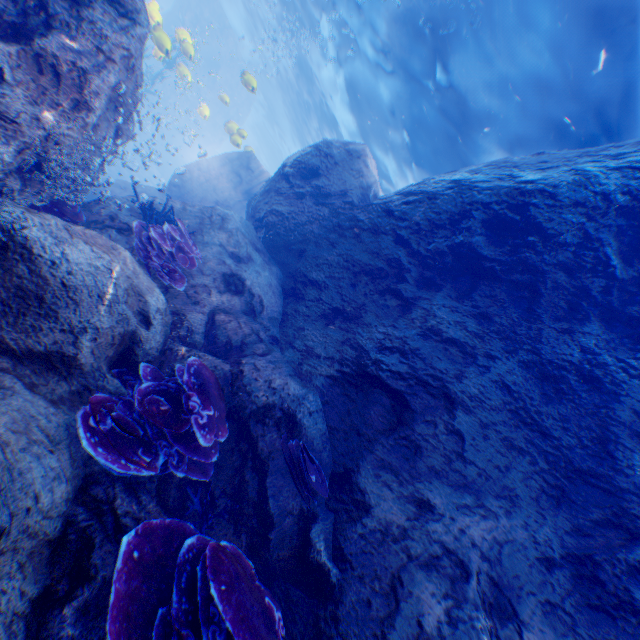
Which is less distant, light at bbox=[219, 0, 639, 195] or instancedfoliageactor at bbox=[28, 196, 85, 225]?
instancedfoliageactor at bbox=[28, 196, 85, 225]

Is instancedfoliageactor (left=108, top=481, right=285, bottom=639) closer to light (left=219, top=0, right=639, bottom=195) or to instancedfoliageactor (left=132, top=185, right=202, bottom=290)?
light (left=219, top=0, right=639, bottom=195)

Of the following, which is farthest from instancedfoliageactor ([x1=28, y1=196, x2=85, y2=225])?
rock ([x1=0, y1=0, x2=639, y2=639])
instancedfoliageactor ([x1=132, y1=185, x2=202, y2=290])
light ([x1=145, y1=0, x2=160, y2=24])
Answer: instancedfoliageactor ([x1=132, y1=185, x2=202, y2=290])

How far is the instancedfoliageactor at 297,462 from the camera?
3.85m

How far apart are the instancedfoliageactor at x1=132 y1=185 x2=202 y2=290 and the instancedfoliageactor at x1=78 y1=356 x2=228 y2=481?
1.3m

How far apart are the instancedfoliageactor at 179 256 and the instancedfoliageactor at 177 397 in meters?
1.3 m

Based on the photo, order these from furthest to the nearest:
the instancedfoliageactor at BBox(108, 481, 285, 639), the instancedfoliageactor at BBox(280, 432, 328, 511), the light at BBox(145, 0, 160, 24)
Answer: the light at BBox(145, 0, 160, 24) → the instancedfoliageactor at BBox(280, 432, 328, 511) → the instancedfoliageactor at BBox(108, 481, 285, 639)

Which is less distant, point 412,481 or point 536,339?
point 412,481
